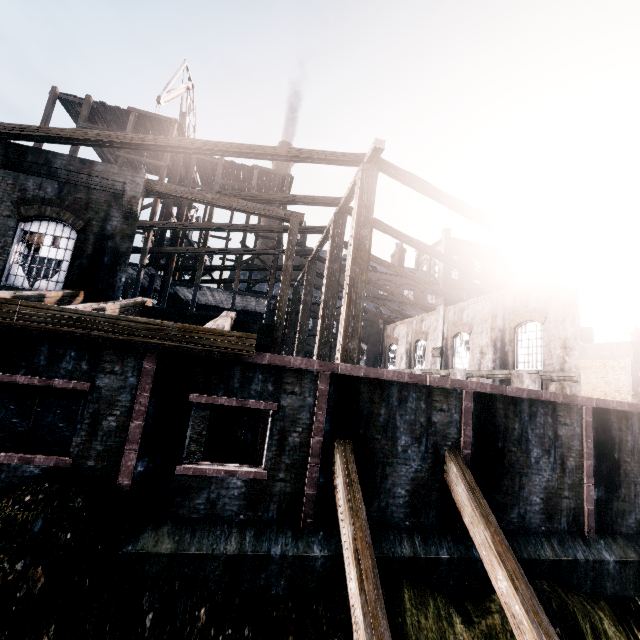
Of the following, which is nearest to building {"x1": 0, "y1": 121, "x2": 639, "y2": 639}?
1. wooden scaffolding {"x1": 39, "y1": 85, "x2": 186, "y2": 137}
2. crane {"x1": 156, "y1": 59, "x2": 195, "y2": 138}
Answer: wooden scaffolding {"x1": 39, "y1": 85, "x2": 186, "y2": 137}

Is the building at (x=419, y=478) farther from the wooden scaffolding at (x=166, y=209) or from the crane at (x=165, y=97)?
the crane at (x=165, y=97)

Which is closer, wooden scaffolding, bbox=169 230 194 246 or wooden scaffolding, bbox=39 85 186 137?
wooden scaffolding, bbox=39 85 186 137

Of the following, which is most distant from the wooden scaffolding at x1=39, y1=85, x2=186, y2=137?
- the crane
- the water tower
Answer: the water tower

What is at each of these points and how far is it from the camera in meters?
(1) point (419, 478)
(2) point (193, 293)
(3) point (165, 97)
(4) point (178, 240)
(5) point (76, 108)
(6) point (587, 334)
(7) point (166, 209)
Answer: (1) building, 9.1
(2) wooden scaffolding, 26.2
(3) crane, 28.0
(4) wooden scaffolding, 26.6
(5) wooden scaffolding, 24.7
(6) water tower, 47.8
(7) wooden scaffolding, 25.8

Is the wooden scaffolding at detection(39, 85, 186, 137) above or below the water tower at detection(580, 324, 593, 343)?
above

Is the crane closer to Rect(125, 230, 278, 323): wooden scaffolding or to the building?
Rect(125, 230, 278, 323): wooden scaffolding

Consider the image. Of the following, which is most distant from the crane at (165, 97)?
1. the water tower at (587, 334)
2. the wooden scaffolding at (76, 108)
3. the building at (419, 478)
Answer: the water tower at (587, 334)
